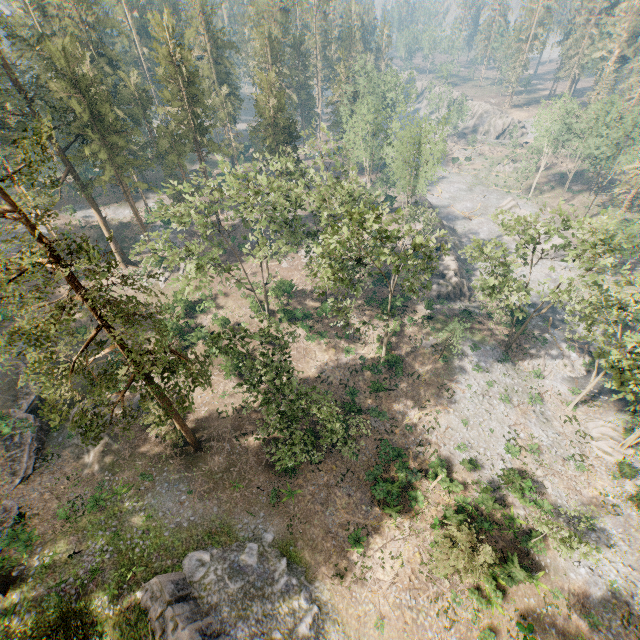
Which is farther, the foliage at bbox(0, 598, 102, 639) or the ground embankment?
the ground embankment

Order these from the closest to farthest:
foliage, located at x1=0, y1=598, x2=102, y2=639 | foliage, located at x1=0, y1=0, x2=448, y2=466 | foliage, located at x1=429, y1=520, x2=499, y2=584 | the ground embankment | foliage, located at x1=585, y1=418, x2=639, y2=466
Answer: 1. foliage, located at x1=0, y1=598, x2=102, y2=639
2. foliage, located at x1=0, y1=0, x2=448, y2=466
3. foliage, located at x1=429, y1=520, x2=499, y2=584
4. the ground embankment
5. foliage, located at x1=585, y1=418, x2=639, y2=466

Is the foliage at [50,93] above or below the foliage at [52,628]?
above

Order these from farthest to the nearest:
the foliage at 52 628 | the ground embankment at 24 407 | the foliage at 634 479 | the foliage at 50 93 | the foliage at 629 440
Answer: the foliage at 629 440 → the foliage at 634 479 → the ground embankment at 24 407 → the foliage at 50 93 → the foliage at 52 628

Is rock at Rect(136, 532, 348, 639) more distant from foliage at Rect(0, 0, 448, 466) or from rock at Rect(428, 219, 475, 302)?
rock at Rect(428, 219, 475, 302)

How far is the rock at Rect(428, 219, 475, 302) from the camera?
44.81m

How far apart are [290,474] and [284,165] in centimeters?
3141cm

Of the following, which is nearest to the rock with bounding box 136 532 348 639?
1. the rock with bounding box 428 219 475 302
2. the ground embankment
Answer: the ground embankment
